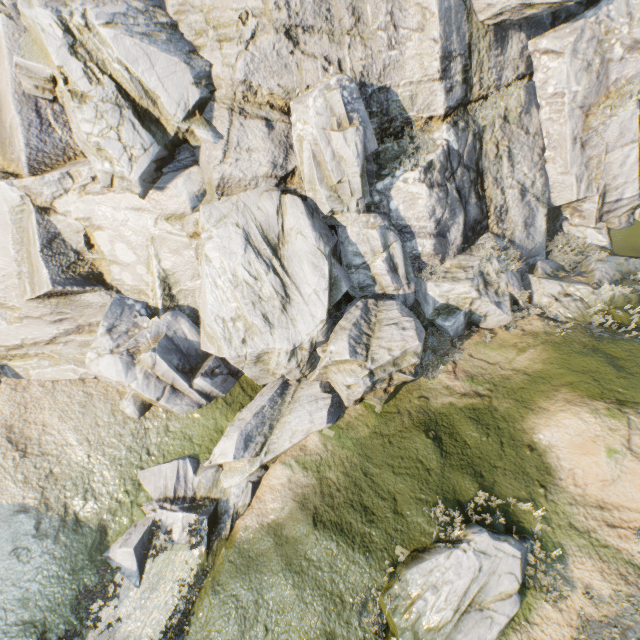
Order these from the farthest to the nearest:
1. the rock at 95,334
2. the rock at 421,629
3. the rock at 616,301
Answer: the rock at 616,301 < the rock at 95,334 < the rock at 421,629

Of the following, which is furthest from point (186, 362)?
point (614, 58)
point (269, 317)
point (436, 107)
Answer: point (614, 58)

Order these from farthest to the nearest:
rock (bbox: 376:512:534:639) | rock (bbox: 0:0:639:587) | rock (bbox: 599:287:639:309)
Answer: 1. rock (bbox: 599:287:639:309)
2. rock (bbox: 0:0:639:587)
3. rock (bbox: 376:512:534:639)

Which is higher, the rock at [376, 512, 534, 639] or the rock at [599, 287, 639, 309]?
the rock at [599, 287, 639, 309]

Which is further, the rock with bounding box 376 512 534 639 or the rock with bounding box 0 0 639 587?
the rock with bounding box 0 0 639 587

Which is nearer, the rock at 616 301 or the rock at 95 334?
the rock at 95 334
